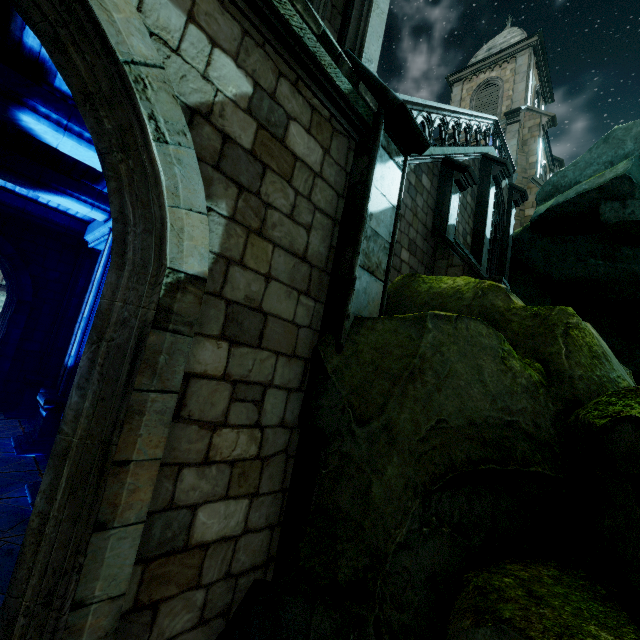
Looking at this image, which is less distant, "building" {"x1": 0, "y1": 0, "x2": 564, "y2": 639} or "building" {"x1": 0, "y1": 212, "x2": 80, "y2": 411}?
"building" {"x1": 0, "y1": 0, "x2": 564, "y2": 639}

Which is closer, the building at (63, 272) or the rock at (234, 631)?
the rock at (234, 631)

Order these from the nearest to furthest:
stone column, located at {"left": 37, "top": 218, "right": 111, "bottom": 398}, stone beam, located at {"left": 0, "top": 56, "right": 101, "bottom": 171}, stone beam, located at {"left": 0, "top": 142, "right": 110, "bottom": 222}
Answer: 1. stone beam, located at {"left": 0, "top": 56, "right": 101, "bottom": 171}
2. stone beam, located at {"left": 0, "top": 142, "right": 110, "bottom": 222}
3. stone column, located at {"left": 37, "top": 218, "right": 111, "bottom": 398}

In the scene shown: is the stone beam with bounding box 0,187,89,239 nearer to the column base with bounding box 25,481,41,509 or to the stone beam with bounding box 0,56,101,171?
the stone beam with bounding box 0,56,101,171

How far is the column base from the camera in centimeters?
507cm

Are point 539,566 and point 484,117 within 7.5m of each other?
no

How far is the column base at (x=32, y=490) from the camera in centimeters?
507cm

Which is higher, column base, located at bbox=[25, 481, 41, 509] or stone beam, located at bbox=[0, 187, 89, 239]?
stone beam, located at bbox=[0, 187, 89, 239]
